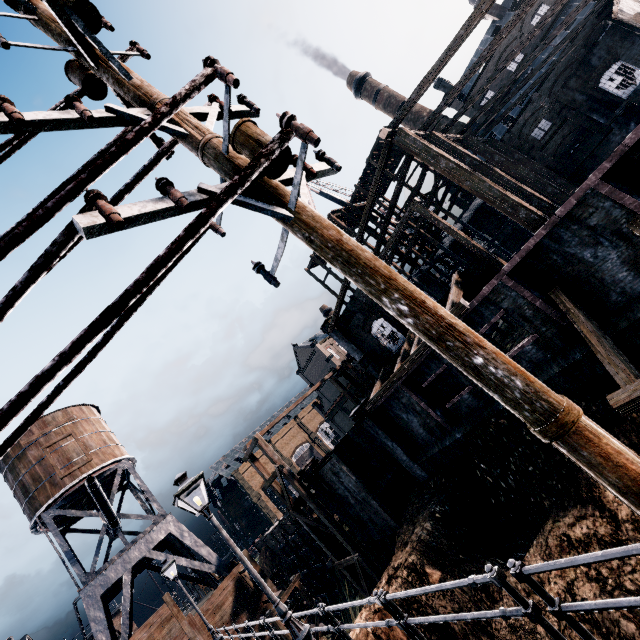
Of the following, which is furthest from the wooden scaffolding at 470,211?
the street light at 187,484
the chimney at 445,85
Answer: the street light at 187,484

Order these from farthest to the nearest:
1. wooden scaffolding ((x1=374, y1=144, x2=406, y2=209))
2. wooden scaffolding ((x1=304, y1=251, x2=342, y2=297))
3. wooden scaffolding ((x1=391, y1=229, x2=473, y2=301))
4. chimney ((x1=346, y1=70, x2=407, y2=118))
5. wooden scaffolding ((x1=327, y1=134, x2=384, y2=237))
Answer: chimney ((x1=346, y1=70, x2=407, y2=118)) < wooden scaffolding ((x1=304, y1=251, x2=342, y2=297)) < wooden scaffolding ((x1=327, y1=134, x2=384, y2=237)) < wooden scaffolding ((x1=374, y1=144, x2=406, y2=209)) < wooden scaffolding ((x1=391, y1=229, x2=473, y2=301))

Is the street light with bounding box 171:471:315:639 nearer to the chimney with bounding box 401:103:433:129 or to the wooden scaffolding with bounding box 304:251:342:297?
the wooden scaffolding with bounding box 304:251:342:297

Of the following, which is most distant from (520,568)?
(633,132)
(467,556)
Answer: (467,556)

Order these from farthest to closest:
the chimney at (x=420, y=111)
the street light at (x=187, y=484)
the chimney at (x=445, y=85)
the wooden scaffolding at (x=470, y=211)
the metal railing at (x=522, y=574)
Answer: the chimney at (x=420, y=111) < the chimney at (x=445, y=85) < the wooden scaffolding at (x=470, y=211) < the street light at (x=187, y=484) < the metal railing at (x=522, y=574)

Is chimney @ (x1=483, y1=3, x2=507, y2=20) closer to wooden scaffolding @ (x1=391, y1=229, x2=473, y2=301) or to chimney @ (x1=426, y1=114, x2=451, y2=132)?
chimney @ (x1=426, y1=114, x2=451, y2=132)

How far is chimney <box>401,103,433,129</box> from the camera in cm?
5205

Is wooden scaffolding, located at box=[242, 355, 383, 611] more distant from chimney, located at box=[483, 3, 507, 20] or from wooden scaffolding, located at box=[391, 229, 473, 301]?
chimney, located at box=[483, 3, 507, 20]
